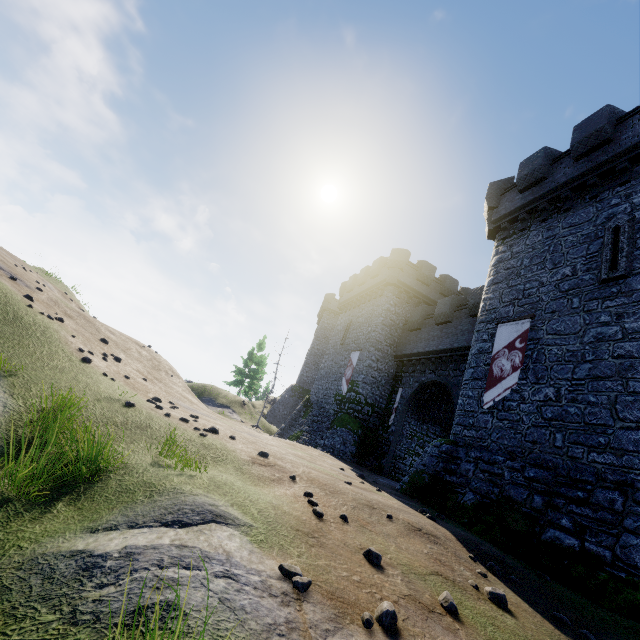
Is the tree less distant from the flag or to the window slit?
the flag

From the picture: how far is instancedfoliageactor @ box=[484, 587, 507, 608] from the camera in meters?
5.1

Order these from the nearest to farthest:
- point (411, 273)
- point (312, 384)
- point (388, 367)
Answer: point (388, 367)
point (411, 273)
point (312, 384)

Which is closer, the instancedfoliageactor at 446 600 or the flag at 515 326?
the instancedfoliageactor at 446 600

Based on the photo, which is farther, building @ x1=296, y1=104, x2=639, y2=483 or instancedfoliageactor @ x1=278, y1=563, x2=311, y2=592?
building @ x1=296, y1=104, x2=639, y2=483

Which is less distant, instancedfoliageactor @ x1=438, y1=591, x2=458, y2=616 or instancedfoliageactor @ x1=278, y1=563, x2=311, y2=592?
instancedfoliageactor @ x1=278, y1=563, x2=311, y2=592

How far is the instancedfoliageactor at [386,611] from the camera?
3.41m

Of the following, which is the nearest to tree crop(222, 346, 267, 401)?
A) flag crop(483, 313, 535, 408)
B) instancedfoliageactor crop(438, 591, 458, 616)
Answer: flag crop(483, 313, 535, 408)
